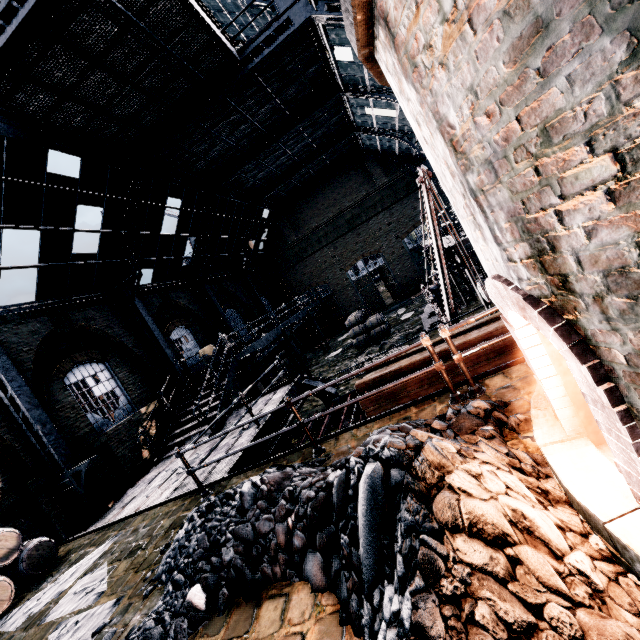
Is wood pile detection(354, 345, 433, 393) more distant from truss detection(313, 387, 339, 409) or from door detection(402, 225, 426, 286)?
door detection(402, 225, 426, 286)

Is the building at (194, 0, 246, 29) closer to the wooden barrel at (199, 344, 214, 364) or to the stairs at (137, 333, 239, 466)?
A: the stairs at (137, 333, 239, 466)

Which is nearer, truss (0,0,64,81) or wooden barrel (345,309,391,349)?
truss (0,0,64,81)

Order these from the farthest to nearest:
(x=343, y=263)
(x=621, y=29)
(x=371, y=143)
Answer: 1. (x=343, y=263)
2. (x=371, y=143)
3. (x=621, y=29)

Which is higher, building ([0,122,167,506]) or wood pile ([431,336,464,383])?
building ([0,122,167,506])

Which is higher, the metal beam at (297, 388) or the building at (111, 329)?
the building at (111, 329)

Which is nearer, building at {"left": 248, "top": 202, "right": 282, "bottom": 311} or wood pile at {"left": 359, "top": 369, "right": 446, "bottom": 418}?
wood pile at {"left": 359, "top": 369, "right": 446, "bottom": 418}

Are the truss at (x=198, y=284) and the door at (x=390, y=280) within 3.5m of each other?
no
